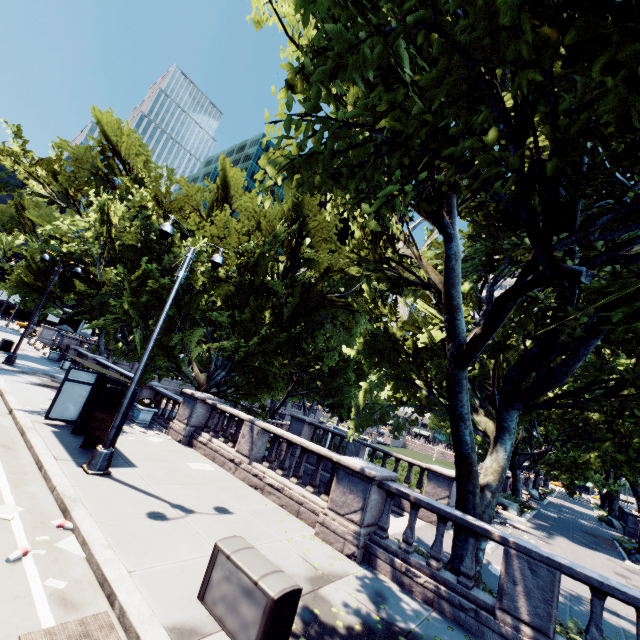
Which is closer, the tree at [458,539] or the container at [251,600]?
the container at [251,600]

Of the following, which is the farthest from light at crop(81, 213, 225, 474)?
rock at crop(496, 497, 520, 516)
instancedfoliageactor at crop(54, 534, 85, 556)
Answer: rock at crop(496, 497, 520, 516)

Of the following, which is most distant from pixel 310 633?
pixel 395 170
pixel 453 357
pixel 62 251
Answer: pixel 62 251

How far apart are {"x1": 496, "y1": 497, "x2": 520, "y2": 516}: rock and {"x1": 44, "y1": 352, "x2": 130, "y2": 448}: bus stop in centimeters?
2565cm

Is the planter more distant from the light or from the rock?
the rock

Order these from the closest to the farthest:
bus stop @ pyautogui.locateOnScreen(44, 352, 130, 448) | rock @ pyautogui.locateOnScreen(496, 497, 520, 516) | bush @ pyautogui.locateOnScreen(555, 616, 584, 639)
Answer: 1. bush @ pyautogui.locateOnScreen(555, 616, 584, 639)
2. bus stop @ pyautogui.locateOnScreen(44, 352, 130, 448)
3. rock @ pyautogui.locateOnScreen(496, 497, 520, 516)

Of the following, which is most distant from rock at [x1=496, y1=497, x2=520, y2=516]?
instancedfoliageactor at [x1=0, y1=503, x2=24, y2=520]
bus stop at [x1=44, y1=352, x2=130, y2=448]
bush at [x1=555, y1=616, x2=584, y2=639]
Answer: instancedfoliageactor at [x1=0, y1=503, x2=24, y2=520]

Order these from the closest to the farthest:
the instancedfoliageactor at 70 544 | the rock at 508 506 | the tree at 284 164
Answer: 1. the tree at 284 164
2. the instancedfoliageactor at 70 544
3. the rock at 508 506
